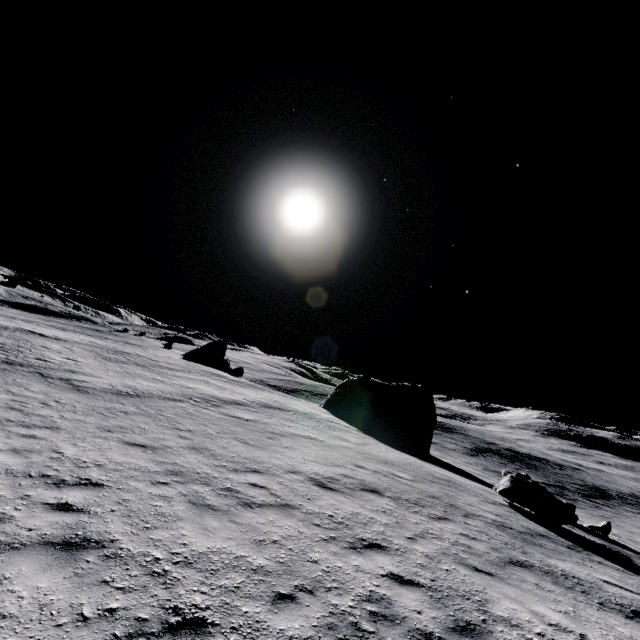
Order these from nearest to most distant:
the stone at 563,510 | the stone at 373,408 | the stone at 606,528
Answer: the stone at 563,510 → the stone at 606,528 → the stone at 373,408

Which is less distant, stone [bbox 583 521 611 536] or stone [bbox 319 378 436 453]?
stone [bbox 583 521 611 536]

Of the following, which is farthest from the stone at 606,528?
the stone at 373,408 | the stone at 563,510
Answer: the stone at 563,510

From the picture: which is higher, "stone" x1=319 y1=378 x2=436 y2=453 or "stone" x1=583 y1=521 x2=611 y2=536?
"stone" x1=319 y1=378 x2=436 y2=453

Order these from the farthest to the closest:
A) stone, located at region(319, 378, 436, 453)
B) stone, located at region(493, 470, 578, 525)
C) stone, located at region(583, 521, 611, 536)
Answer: stone, located at region(319, 378, 436, 453) → stone, located at region(583, 521, 611, 536) → stone, located at region(493, 470, 578, 525)

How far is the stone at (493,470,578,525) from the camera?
12.5 meters

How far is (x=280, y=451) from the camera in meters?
12.3 m

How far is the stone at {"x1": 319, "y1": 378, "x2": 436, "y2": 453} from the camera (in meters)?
31.34
